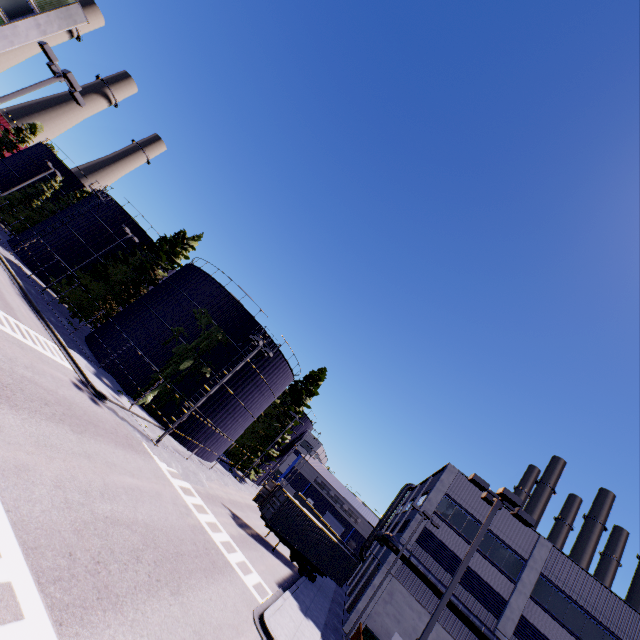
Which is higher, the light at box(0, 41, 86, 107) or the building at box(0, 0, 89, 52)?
the building at box(0, 0, 89, 52)

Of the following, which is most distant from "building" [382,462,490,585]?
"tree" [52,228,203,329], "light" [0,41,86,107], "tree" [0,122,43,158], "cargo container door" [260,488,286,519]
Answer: "tree" [0,122,43,158]

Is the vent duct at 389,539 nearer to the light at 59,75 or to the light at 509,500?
the light at 509,500

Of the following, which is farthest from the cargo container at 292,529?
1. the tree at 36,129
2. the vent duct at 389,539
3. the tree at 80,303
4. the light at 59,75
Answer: the tree at 36,129

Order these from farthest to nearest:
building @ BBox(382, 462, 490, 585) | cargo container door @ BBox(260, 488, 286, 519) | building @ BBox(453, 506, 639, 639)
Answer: building @ BBox(382, 462, 490, 585) < cargo container door @ BBox(260, 488, 286, 519) < building @ BBox(453, 506, 639, 639)

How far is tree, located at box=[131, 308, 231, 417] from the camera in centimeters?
2683cm

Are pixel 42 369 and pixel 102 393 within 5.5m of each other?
yes

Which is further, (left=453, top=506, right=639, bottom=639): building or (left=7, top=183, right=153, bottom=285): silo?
(left=7, top=183, right=153, bottom=285): silo
